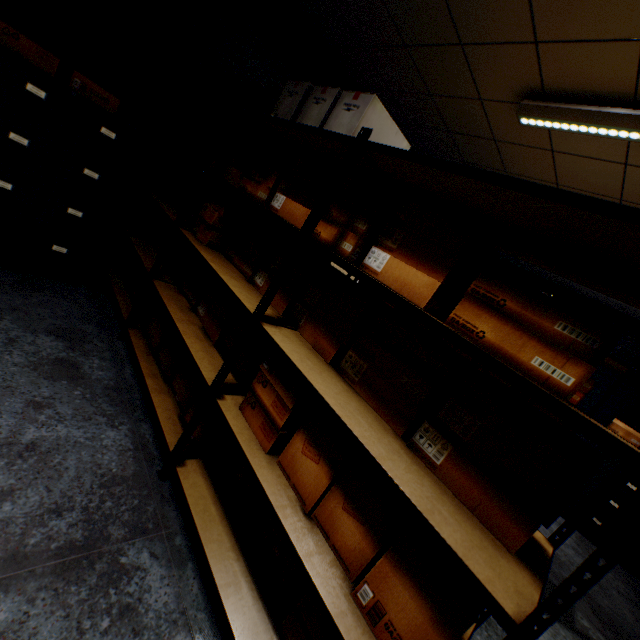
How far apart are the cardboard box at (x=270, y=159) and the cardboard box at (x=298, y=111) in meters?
0.1 m

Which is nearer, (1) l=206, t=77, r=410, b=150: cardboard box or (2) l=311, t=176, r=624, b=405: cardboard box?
(2) l=311, t=176, r=624, b=405: cardboard box

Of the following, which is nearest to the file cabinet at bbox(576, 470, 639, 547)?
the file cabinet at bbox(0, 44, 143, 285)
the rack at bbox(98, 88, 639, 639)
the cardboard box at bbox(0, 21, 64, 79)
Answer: the rack at bbox(98, 88, 639, 639)

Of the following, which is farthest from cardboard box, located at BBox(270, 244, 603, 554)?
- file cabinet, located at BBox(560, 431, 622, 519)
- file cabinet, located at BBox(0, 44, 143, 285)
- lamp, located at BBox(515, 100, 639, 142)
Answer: file cabinet, located at BBox(560, 431, 622, 519)

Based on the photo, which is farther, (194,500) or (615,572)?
(615,572)

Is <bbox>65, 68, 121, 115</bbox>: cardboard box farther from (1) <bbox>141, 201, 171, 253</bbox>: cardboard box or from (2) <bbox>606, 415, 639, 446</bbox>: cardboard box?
(2) <bbox>606, 415, 639, 446</bbox>: cardboard box

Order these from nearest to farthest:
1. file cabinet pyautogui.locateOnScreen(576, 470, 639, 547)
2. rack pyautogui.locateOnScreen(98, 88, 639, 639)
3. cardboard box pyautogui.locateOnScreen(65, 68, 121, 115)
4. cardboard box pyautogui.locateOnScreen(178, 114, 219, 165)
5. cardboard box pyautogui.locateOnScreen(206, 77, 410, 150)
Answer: rack pyautogui.locateOnScreen(98, 88, 639, 639) → cardboard box pyautogui.locateOnScreen(206, 77, 410, 150) → cardboard box pyautogui.locateOnScreen(65, 68, 121, 115) → cardboard box pyautogui.locateOnScreen(178, 114, 219, 165) → file cabinet pyautogui.locateOnScreen(576, 470, 639, 547)

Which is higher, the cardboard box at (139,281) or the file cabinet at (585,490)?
the file cabinet at (585,490)
